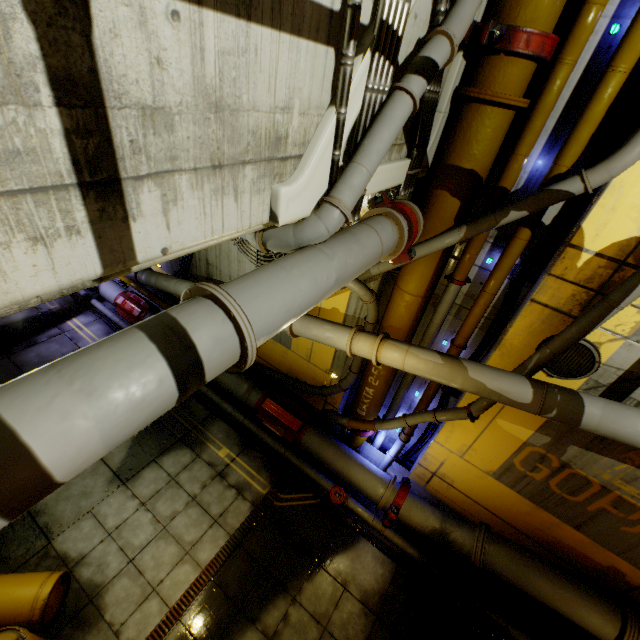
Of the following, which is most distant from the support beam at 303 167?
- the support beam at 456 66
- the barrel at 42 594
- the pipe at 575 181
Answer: the barrel at 42 594

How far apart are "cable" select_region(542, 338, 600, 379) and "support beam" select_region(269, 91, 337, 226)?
4.1m

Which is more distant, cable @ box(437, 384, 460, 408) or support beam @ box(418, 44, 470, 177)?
cable @ box(437, 384, 460, 408)

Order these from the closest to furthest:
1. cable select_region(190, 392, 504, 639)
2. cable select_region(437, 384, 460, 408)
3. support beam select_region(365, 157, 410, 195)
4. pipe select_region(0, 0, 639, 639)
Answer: pipe select_region(0, 0, 639, 639) → support beam select_region(365, 157, 410, 195) → cable select_region(190, 392, 504, 639) → cable select_region(437, 384, 460, 408)

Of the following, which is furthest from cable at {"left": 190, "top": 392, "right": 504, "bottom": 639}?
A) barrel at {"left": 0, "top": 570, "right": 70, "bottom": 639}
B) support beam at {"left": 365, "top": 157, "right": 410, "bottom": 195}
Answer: support beam at {"left": 365, "top": 157, "right": 410, "bottom": 195}

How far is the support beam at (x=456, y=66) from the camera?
4.1m

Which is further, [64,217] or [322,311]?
[322,311]

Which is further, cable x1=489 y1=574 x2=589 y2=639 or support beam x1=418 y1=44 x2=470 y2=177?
cable x1=489 y1=574 x2=589 y2=639
